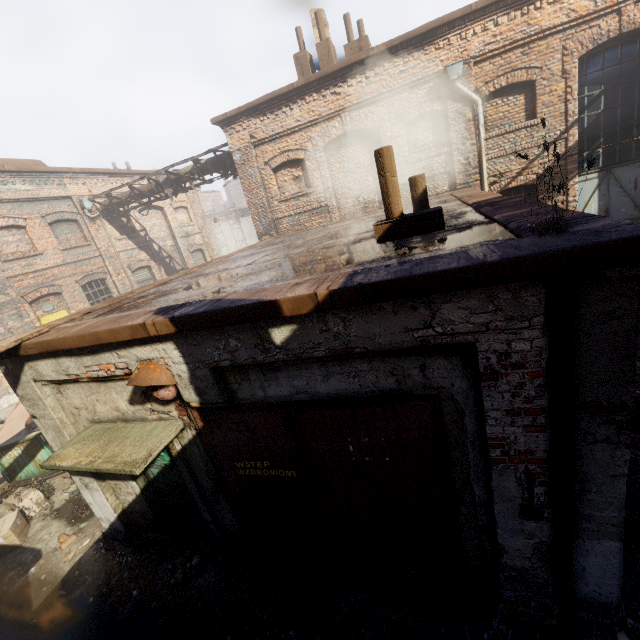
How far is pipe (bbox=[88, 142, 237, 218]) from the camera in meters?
12.3 m

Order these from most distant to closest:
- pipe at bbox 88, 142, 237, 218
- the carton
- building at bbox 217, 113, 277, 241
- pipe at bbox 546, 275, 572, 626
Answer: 1. pipe at bbox 88, 142, 237, 218
2. building at bbox 217, 113, 277, 241
3. the carton
4. pipe at bbox 546, 275, 572, 626

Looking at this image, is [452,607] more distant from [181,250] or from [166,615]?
[181,250]

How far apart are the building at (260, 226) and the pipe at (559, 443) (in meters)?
10.99

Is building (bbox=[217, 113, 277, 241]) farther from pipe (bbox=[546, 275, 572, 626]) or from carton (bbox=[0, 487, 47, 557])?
pipe (bbox=[546, 275, 572, 626])

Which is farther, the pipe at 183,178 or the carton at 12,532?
the pipe at 183,178

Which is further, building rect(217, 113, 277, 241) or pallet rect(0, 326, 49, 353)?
building rect(217, 113, 277, 241)

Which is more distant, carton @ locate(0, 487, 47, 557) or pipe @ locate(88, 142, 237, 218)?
pipe @ locate(88, 142, 237, 218)
